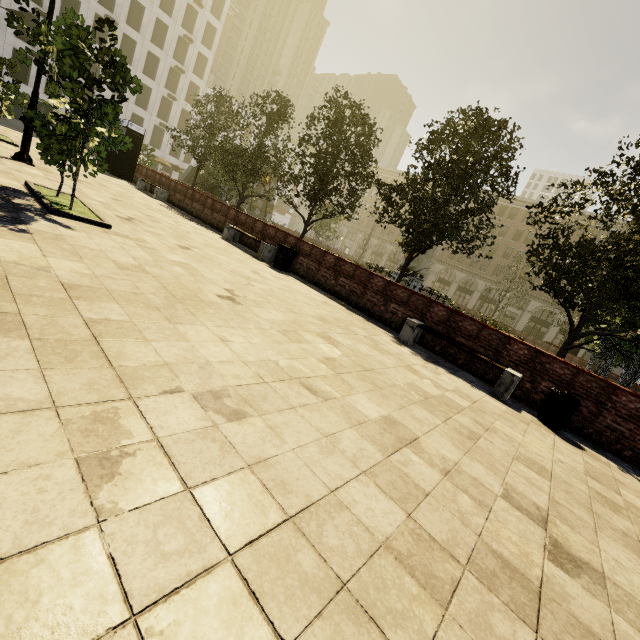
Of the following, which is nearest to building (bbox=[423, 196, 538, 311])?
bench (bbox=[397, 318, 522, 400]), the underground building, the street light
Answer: the street light

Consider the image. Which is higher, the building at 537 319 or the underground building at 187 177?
the building at 537 319

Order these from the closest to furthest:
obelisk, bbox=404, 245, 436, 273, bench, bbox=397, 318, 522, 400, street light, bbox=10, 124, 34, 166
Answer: bench, bbox=397, 318, 522, 400
street light, bbox=10, 124, 34, 166
obelisk, bbox=404, 245, 436, 273

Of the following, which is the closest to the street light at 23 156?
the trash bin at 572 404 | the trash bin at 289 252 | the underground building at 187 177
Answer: the trash bin at 289 252

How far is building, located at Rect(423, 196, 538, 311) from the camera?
50.6 meters

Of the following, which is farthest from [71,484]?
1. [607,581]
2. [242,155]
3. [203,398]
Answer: [242,155]

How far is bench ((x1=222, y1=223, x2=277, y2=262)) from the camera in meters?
11.5

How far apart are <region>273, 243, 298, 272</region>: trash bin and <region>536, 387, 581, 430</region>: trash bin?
8.1m
